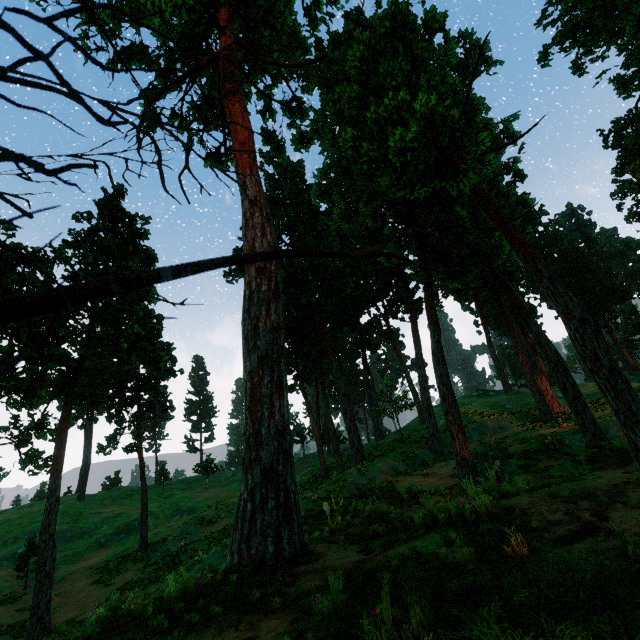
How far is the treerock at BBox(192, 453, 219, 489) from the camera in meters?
51.4 m

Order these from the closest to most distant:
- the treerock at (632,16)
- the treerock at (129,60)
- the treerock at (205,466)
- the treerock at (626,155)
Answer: the treerock at (129,60) → the treerock at (632,16) → the treerock at (626,155) → the treerock at (205,466)

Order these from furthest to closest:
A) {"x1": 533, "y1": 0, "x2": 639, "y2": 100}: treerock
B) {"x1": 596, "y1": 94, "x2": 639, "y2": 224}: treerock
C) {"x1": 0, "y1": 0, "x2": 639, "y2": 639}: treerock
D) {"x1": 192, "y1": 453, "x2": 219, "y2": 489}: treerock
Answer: {"x1": 192, "y1": 453, "x2": 219, "y2": 489}: treerock
{"x1": 596, "y1": 94, "x2": 639, "y2": 224}: treerock
{"x1": 533, "y1": 0, "x2": 639, "y2": 100}: treerock
{"x1": 0, "y1": 0, "x2": 639, "y2": 639}: treerock

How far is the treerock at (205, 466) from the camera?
51.44m

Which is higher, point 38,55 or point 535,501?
point 38,55

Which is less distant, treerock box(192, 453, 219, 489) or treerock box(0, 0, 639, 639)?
treerock box(0, 0, 639, 639)
